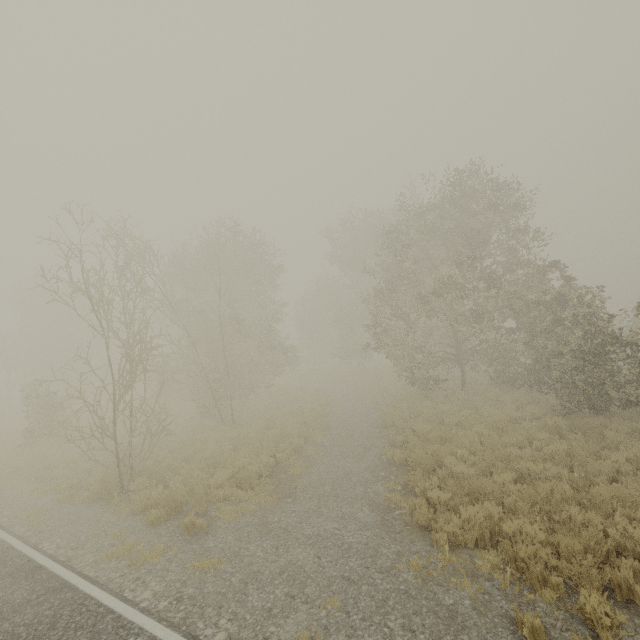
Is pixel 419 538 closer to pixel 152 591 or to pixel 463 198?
pixel 152 591
